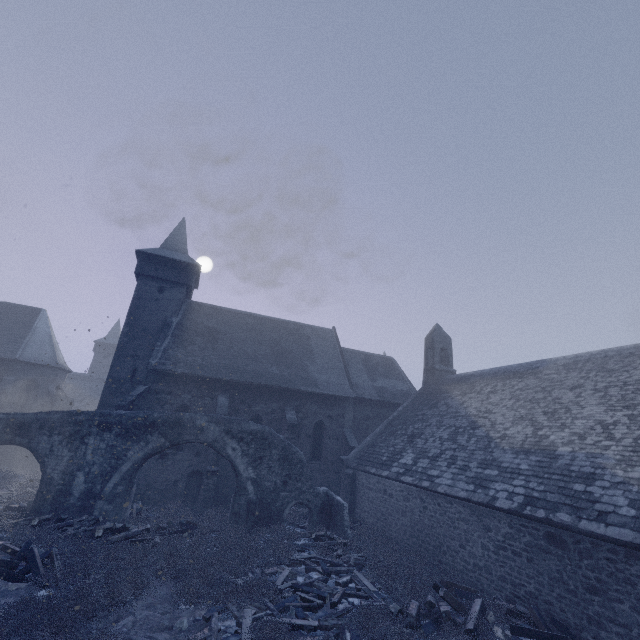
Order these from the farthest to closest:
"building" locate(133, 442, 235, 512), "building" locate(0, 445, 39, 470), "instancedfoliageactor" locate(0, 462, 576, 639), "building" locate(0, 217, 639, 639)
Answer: "building" locate(0, 445, 39, 470)
"building" locate(133, 442, 235, 512)
"building" locate(0, 217, 639, 639)
"instancedfoliageactor" locate(0, 462, 576, 639)

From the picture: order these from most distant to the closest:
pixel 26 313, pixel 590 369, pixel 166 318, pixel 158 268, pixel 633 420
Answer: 1. pixel 26 313
2. pixel 158 268
3. pixel 166 318
4. pixel 590 369
5. pixel 633 420

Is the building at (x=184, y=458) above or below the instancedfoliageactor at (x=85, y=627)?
above

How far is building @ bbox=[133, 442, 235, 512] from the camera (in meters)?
16.89

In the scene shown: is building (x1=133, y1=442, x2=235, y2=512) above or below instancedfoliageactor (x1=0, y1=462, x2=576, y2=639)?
above

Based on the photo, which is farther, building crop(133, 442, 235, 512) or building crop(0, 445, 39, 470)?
building crop(0, 445, 39, 470)

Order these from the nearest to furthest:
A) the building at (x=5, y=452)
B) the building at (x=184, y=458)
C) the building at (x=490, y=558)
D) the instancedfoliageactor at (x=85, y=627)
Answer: the instancedfoliageactor at (x=85, y=627), the building at (x=490, y=558), the building at (x=184, y=458), the building at (x=5, y=452)
